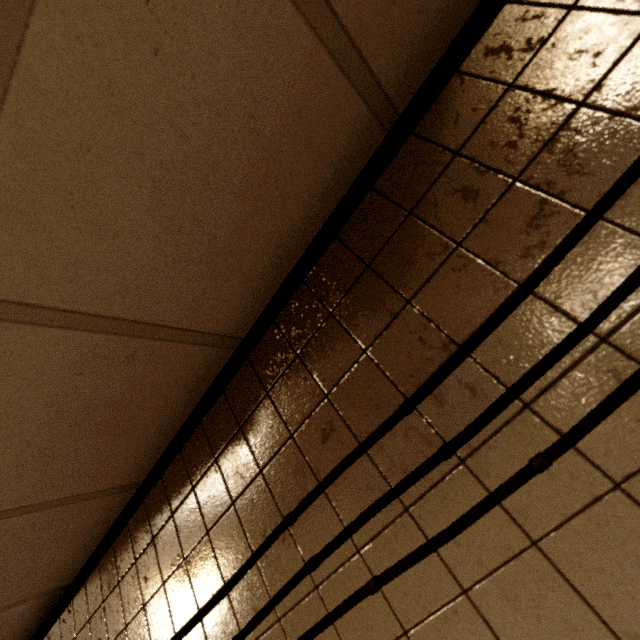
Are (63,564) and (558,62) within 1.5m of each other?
no

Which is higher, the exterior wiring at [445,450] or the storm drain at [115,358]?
the storm drain at [115,358]

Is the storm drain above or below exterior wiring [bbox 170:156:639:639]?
above

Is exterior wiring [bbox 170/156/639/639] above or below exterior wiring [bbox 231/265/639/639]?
above

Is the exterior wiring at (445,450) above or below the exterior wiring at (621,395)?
above
